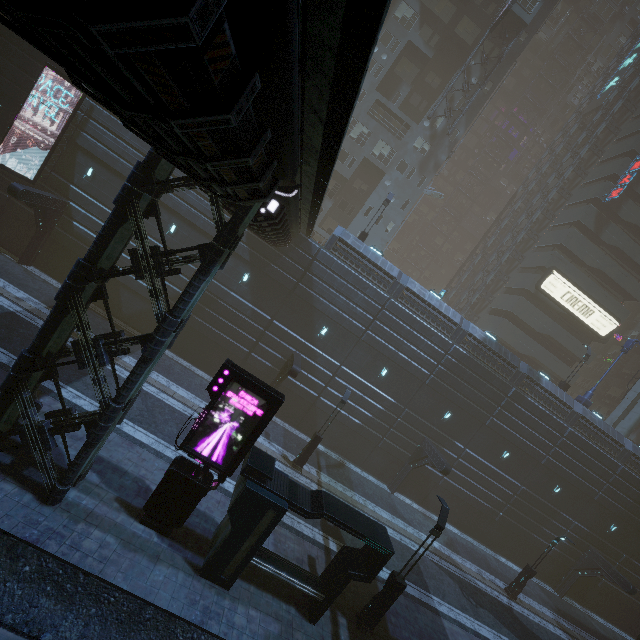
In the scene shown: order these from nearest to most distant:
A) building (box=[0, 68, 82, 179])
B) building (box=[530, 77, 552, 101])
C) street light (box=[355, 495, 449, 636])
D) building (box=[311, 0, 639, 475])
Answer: street light (box=[355, 495, 449, 636]), building (box=[0, 68, 82, 179]), building (box=[311, 0, 639, 475]), building (box=[530, 77, 552, 101])

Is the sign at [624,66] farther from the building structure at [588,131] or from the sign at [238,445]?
the sign at [238,445]

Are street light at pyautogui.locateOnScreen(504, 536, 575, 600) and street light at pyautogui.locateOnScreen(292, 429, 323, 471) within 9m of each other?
no

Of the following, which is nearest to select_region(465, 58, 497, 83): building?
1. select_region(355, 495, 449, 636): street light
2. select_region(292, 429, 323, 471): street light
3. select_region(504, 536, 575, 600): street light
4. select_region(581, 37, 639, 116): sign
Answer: select_region(355, 495, 449, 636): street light

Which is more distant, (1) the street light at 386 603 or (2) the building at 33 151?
(2) the building at 33 151

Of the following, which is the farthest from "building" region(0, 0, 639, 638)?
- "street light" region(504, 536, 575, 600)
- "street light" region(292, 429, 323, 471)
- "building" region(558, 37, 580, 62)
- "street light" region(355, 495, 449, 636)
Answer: "street light" region(504, 536, 575, 600)

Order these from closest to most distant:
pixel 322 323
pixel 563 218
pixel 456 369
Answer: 1. pixel 322 323
2. pixel 456 369
3. pixel 563 218

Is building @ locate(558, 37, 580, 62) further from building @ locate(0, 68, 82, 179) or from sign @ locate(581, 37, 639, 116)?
sign @ locate(581, 37, 639, 116)
